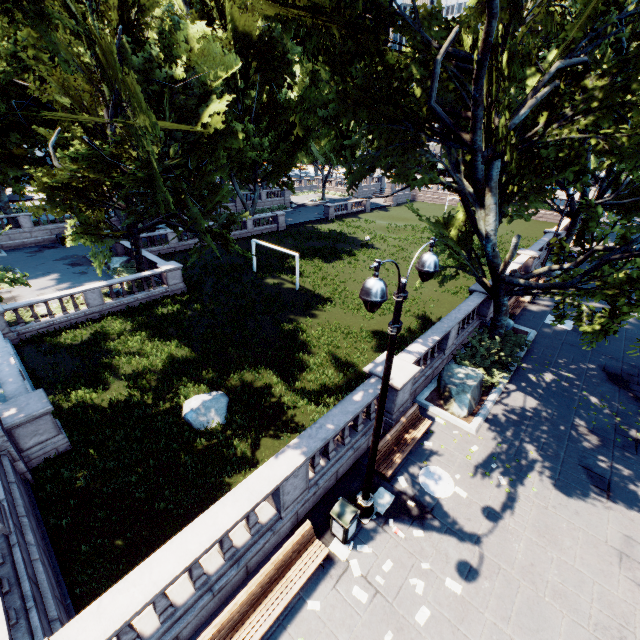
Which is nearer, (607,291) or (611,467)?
(611,467)

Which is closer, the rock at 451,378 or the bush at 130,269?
the rock at 451,378

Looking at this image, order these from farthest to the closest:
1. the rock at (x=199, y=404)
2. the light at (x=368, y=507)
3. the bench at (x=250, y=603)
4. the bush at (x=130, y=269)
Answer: the bush at (x=130, y=269) < the rock at (x=199, y=404) < the bench at (x=250, y=603) < the light at (x=368, y=507)

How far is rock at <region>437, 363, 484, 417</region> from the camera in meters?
12.3 m

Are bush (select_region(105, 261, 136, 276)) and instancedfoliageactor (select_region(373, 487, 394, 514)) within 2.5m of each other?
no

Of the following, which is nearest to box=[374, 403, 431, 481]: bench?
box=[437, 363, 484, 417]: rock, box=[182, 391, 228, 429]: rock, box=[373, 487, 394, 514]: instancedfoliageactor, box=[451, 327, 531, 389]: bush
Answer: box=[373, 487, 394, 514]: instancedfoliageactor

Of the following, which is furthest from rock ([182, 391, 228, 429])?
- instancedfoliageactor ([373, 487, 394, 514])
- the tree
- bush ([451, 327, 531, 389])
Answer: bush ([451, 327, 531, 389])

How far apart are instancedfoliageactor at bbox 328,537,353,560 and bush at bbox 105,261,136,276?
27.2m
